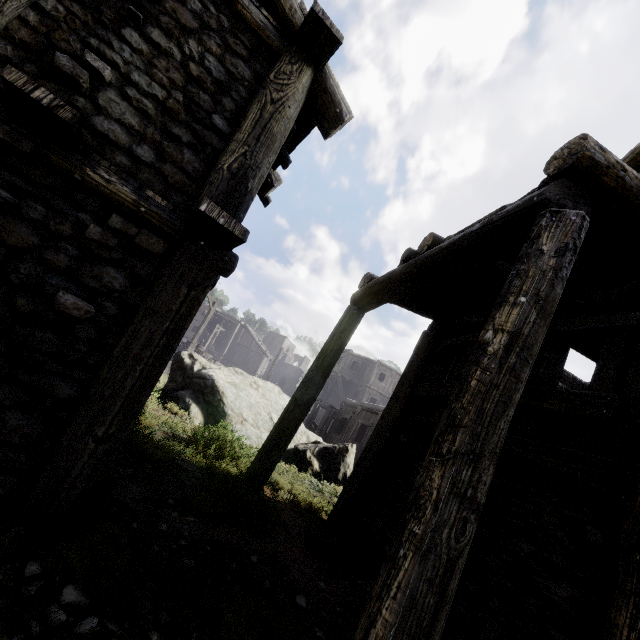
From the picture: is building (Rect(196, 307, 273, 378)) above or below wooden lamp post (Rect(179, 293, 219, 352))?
above

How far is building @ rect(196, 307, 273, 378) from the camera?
46.9 meters

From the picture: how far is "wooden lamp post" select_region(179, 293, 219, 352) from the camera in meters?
22.8

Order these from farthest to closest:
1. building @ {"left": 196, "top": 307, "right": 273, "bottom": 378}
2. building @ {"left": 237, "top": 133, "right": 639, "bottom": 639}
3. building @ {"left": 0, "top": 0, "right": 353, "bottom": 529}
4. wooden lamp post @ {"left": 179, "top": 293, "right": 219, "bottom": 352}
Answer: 1. building @ {"left": 196, "top": 307, "right": 273, "bottom": 378}
2. wooden lamp post @ {"left": 179, "top": 293, "right": 219, "bottom": 352}
3. building @ {"left": 0, "top": 0, "right": 353, "bottom": 529}
4. building @ {"left": 237, "top": 133, "right": 639, "bottom": 639}

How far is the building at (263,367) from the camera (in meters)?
46.93

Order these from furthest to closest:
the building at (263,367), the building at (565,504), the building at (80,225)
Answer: the building at (263,367)
the building at (80,225)
the building at (565,504)

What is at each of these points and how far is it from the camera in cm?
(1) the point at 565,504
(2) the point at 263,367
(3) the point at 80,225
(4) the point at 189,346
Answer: (1) building, 344
(2) building, 4991
(3) building, 293
(4) wooden lamp post, 2272

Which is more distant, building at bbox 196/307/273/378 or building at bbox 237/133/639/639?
building at bbox 196/307/273/378
